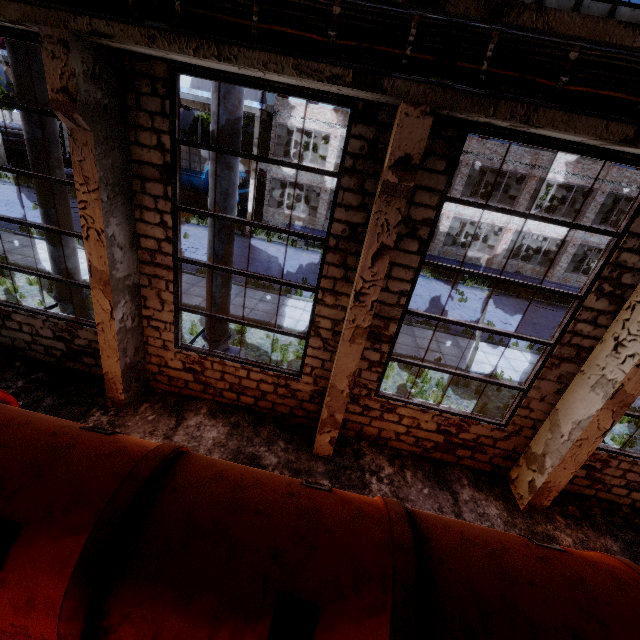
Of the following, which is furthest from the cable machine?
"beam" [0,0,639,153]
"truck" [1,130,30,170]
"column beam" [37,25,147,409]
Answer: "truck" [1,130,30,170]

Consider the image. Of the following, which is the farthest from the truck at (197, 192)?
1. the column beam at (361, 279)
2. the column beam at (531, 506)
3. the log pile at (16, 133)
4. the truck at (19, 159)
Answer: the column beam at (531, 506)

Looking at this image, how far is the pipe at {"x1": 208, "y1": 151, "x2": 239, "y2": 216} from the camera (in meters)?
6.25

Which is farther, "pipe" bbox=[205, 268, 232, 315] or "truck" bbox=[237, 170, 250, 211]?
"truck" bbox=[237, 170, 250, 211]

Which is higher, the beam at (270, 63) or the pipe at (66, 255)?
the beam at (270, 63)

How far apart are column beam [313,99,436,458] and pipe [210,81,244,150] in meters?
2.9 m

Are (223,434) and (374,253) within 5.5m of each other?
yes
